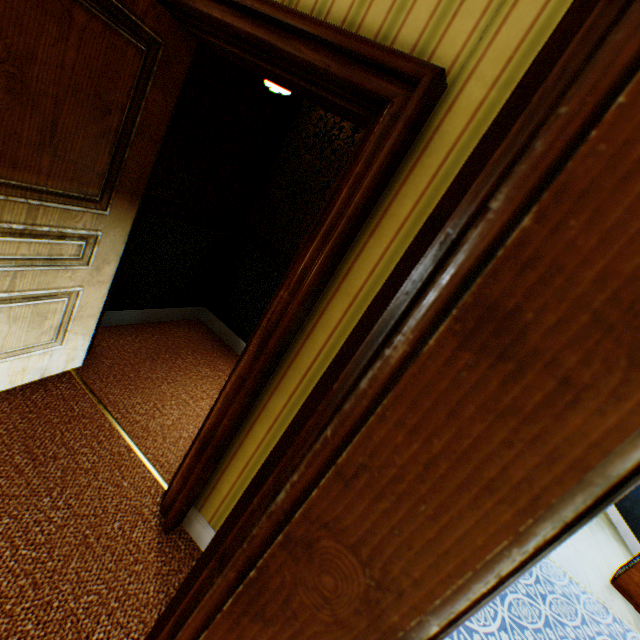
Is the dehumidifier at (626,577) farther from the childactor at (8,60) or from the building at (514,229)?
the childactor at (8,60)

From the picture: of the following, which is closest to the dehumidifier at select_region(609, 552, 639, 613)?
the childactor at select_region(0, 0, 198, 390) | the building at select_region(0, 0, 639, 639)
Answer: the building at select_region(0, 0, 639, 639)

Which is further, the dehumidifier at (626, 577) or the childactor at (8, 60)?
the dehumidifier at (626, 577)

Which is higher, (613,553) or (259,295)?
(259,295)

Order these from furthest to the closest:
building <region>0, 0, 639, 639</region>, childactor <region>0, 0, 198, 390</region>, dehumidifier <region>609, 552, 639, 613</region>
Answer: dehumidifier <region>609, 552, 639, 613</region> → childactor <region>0, 0, 198, 390</region> → building <region>0, 0, 639, 639</region>

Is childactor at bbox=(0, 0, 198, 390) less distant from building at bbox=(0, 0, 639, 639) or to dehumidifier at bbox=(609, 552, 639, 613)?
building at bbox=(0, 0, 639, 639)

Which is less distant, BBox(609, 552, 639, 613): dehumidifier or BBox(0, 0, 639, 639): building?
BBox(0, 0, 639, 639): building

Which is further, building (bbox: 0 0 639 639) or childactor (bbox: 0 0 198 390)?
childactor (bbox: 0 0 198 390)
